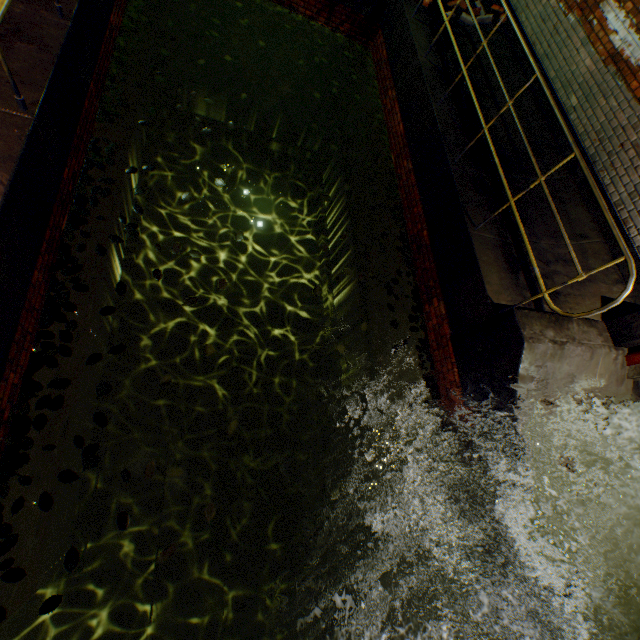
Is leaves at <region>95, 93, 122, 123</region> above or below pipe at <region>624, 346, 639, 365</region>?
→ below

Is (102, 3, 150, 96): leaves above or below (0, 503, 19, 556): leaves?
above

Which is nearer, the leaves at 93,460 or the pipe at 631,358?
the leaves at 93,460

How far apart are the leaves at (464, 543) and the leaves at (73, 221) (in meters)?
4.17

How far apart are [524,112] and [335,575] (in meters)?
9.37

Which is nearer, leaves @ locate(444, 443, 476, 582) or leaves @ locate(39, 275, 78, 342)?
leaves @ locate(39, 275, 78, 342)

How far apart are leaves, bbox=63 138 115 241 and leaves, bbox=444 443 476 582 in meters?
4.2 m
